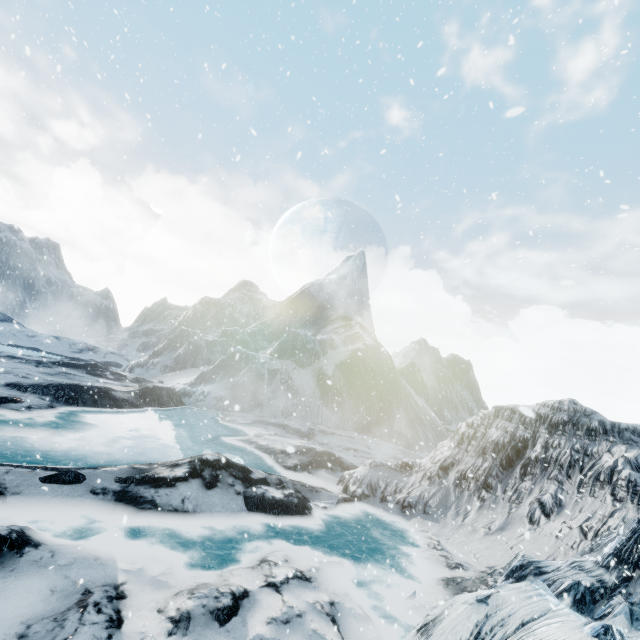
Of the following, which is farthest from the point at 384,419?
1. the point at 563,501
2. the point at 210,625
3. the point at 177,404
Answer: the point at 210,625
